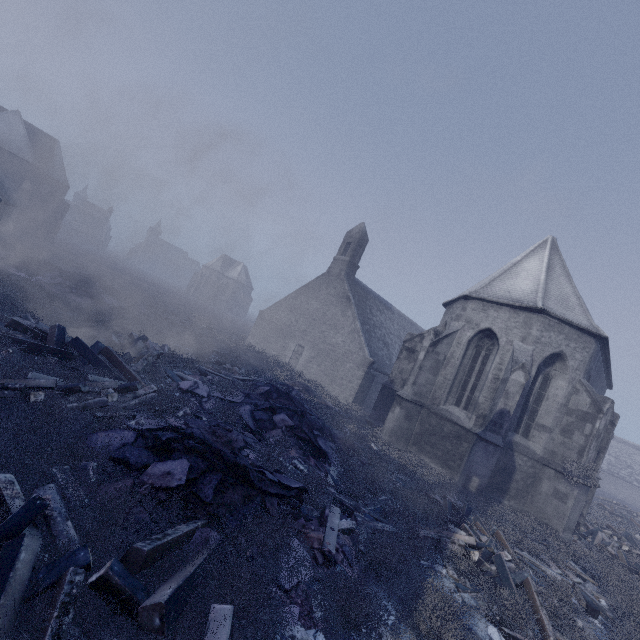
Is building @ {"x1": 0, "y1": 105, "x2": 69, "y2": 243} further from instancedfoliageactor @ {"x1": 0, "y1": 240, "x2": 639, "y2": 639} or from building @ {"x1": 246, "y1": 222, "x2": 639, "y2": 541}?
building @ {"x1": 246, "y1": 222, "x2": 639, "y2": 541}

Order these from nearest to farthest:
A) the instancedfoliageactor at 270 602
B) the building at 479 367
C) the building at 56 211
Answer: the instancedfoliageactor at 270 602 → the building at 479 367 → the building at 56 211

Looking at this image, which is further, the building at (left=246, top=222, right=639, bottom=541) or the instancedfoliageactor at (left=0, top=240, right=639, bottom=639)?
the building at (left=246, top=222, right=639, bottom=541)

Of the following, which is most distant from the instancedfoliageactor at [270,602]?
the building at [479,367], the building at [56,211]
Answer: the building at [56,211]

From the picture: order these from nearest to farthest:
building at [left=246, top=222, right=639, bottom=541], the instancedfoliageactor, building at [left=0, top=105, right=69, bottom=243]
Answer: the instancedfoliageactor, building at [left=246, top=222, right=639, bottom=541], building at [left=0, top=105, right=69, bottom=243]

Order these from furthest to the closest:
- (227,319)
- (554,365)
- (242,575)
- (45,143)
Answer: (227,319) < (45,143) < (554,365) < (242,575)
